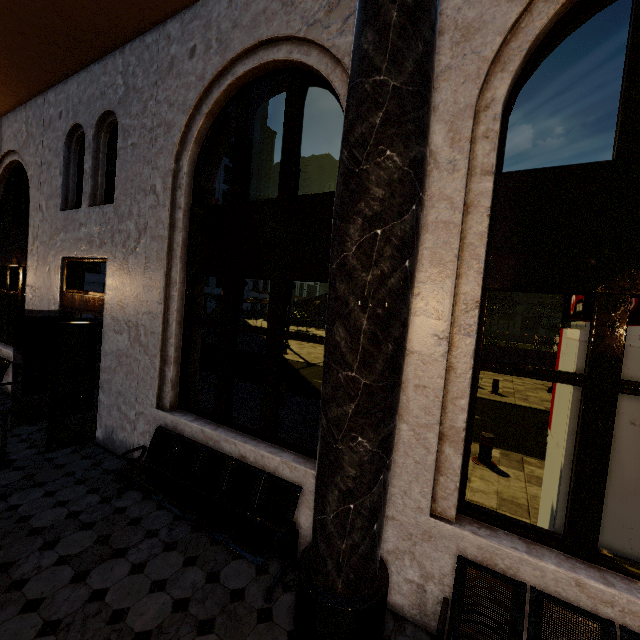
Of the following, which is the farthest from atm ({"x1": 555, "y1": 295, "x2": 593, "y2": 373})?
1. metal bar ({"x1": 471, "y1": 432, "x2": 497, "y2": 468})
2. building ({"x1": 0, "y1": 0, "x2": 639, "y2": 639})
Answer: metal bar ({"x1": 471, "y1": 432, "x2": 497, "y2": 468})

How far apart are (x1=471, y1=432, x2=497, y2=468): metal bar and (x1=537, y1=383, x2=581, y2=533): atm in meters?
2.1 m

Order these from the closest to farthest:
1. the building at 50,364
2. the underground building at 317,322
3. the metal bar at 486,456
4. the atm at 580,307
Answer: the building at 50,364
the atm at 580,307
the metal bar at 486,456
the underground building at 317,322

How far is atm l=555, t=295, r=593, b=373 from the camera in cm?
290

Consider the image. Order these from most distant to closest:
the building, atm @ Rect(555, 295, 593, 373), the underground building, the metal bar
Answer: the underground building → the metal bar → atm @ Rect(555, 295, 593, 373) → the building

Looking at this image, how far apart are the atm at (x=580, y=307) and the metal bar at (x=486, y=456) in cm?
212

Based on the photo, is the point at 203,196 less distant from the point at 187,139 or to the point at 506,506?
the point at 187,139
